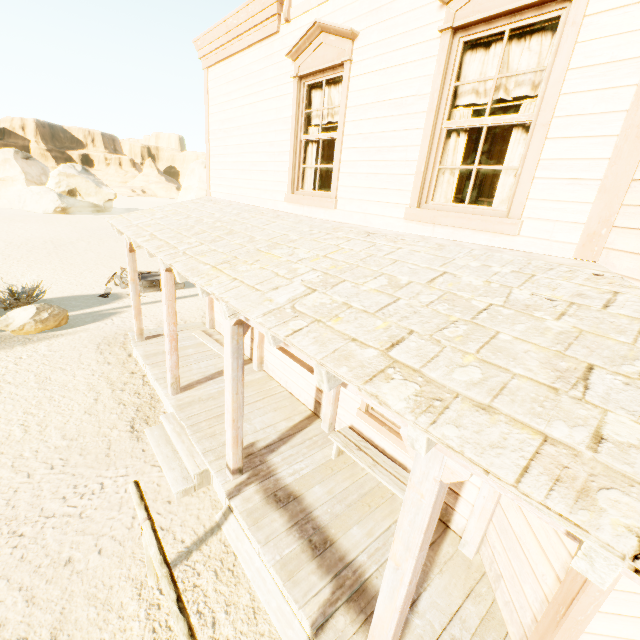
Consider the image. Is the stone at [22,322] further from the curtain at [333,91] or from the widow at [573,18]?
the widow at [573,18]

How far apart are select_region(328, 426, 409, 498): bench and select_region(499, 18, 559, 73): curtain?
3.4 meters

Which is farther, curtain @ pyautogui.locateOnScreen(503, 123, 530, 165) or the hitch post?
curtain @ pyautogui.locateOnScreen(503, 123, 530, 165)

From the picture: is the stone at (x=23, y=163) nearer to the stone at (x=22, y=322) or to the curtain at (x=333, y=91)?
the stone at (x=22, y=322)

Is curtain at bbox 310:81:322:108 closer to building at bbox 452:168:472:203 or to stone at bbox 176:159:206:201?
building at bbox 452:168:472:203

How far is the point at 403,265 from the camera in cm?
304

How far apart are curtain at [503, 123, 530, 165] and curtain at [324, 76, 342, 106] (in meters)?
1.51

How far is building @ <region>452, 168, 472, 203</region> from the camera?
6.0 meters
